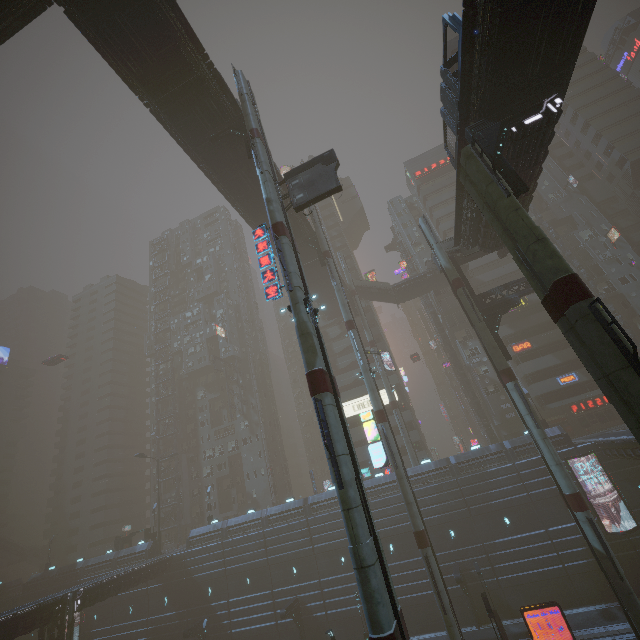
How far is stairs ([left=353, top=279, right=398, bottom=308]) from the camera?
51.22m

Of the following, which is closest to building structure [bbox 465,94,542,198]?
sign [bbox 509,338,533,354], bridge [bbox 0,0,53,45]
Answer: bridge [bbox 0,0,53,45]

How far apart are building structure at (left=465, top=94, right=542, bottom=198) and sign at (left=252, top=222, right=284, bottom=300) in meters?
11.9 m

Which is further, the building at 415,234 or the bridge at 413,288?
the building at 415,234

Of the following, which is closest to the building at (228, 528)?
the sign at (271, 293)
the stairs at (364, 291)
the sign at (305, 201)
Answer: the stairs at (364, 291)

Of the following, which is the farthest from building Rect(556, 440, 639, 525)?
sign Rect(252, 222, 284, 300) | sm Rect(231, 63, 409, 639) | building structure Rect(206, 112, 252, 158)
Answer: building structure Rect(206, 112, 252, 158)

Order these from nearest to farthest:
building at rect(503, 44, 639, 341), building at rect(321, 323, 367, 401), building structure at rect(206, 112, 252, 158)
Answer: building at rect(503, 44, 639, 341)
building structure at rect(206, 112, 252, 158)
building at rect(321, 323, 367, 401)

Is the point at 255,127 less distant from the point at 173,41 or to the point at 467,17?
the point at 173,41
